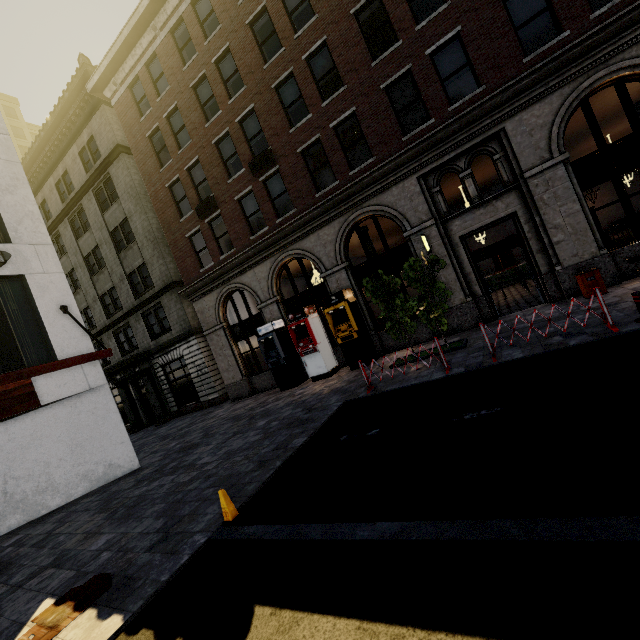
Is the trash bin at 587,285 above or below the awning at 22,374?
below

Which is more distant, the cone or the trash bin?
the trash bin

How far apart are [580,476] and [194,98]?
19.91m

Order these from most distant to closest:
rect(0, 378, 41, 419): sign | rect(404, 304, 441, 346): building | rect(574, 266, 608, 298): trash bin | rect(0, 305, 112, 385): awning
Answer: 1. rect(404, 304, 441, 346): building
2. rect(574, 266, 608, 298): trash bin
3. rect(0, 378, 41, 419): sign
4. rect(0, 305, 112, 385): awning

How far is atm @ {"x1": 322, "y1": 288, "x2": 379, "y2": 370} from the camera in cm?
1280

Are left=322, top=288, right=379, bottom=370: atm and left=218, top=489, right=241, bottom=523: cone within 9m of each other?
yes

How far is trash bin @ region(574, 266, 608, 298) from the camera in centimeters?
931cm

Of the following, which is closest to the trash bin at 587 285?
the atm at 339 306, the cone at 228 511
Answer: the atm at 339 306
